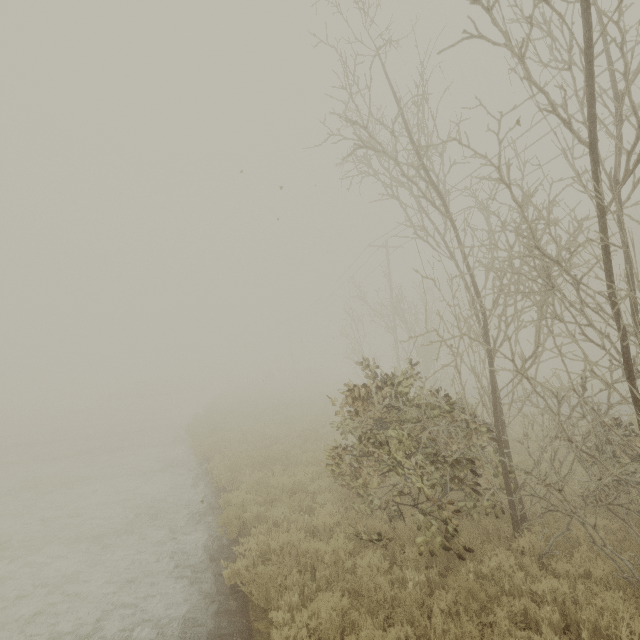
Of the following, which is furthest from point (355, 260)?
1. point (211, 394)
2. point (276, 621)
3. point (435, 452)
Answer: point (211, 394)

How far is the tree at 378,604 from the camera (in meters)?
4.59

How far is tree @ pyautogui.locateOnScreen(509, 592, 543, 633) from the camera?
4.4 meters
